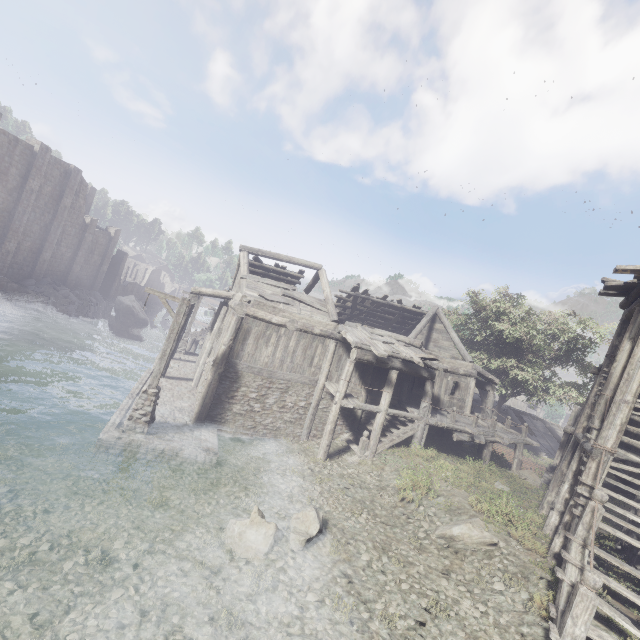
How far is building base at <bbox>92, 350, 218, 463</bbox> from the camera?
10.9 meters

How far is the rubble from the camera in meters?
32.1

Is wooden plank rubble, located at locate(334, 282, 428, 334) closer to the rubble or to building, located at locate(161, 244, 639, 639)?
building, located at locate(161, 244, 639, 639)

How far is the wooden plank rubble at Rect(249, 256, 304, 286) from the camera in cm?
1983

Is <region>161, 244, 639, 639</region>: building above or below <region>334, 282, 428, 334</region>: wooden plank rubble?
below

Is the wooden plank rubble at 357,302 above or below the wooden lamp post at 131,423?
above

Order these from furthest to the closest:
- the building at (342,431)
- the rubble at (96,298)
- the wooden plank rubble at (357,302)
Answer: the rubble at (96,298) < the wooden plank rubble at (357,302) < the building at (342,431)

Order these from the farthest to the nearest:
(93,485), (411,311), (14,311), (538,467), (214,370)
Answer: (14,311), (411,311), (538,467), (214,370), (93,485)
